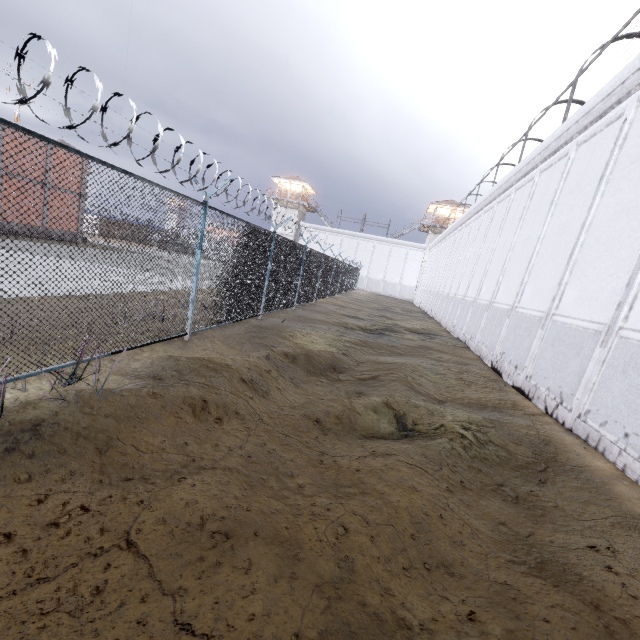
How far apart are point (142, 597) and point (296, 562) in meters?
1.0

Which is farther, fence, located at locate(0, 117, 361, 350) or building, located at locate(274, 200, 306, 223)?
building, located at locate(274, 200, 306, 223)

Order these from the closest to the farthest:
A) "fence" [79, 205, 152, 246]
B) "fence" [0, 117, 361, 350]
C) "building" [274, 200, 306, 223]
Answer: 1. "fence" [79, 205, 152, 246]
2. "fence" [0, 117, 361, 350]
3. "building" [274, 200, 306, 223]

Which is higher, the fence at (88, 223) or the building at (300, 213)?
the building at (300, 213)

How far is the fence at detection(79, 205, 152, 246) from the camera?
4.3 meters

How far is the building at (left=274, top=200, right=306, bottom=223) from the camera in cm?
4966

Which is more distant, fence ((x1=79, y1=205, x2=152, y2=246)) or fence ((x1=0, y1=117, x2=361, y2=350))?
fence ((x1=0, y1=117, x2=361, y2=350))

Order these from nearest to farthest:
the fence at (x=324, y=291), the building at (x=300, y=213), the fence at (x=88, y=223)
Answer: the fence at (x=88, y=223), the fence at (x=324, y=291), the building at (x=300, y=213)
